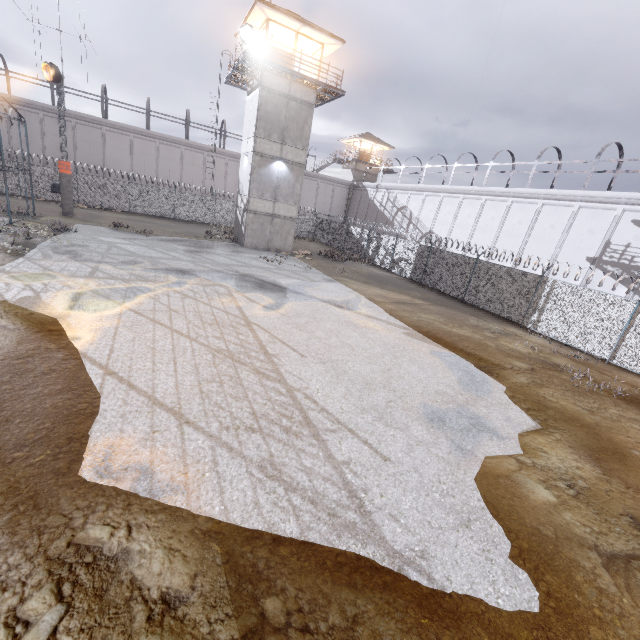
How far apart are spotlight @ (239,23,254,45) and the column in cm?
1448

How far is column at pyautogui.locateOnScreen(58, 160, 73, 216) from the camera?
22.3m

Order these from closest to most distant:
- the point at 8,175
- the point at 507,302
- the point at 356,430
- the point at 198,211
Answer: the point at 356,430 < the point at 507,302 < the point at 8,175 < the point at 198,211

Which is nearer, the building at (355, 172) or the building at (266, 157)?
the building at (266, 157)

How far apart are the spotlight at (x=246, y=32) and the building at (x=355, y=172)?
28.3 meters

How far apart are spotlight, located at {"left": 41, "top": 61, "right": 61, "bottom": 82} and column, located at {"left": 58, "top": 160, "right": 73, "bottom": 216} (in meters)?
4.55

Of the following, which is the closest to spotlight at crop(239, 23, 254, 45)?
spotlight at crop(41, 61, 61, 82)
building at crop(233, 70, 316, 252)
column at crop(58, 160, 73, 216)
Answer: building at crop(233, 70, 316, 252)

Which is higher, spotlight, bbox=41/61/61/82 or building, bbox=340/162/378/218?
building, bbox=340/162/378/218
